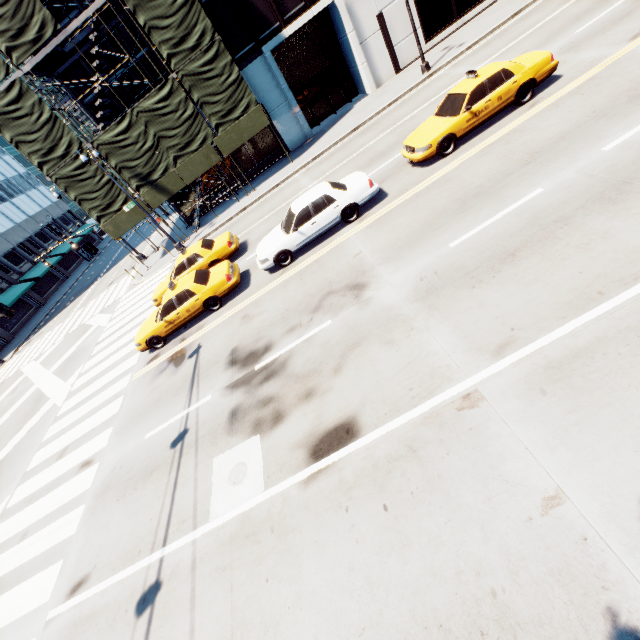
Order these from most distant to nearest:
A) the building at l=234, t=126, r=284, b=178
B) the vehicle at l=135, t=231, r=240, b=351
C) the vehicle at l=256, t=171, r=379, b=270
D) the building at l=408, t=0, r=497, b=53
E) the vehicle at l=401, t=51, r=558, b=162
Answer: the building at l=234, t=126, r=284, b=178 < the building at l=408, t=0, r=497, b=53 < the vehicle at l=135, t=231, r=240, b=351 < the vehicle at l=256, t=171, r=379, b=270 < the vehicle at l=401, t=51, r=558, b=162

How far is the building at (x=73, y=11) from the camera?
18.7m

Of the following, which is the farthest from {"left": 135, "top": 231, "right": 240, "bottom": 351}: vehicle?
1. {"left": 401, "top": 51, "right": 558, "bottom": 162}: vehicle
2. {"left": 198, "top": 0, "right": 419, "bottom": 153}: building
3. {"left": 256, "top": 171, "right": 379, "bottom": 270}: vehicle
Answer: {"left": 198, "top": 0, "right": 419, "bottom": 153}: building

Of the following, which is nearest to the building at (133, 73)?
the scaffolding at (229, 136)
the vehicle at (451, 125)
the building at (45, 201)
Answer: the scaffolding at (229, 136)

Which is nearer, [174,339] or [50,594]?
[50,594]

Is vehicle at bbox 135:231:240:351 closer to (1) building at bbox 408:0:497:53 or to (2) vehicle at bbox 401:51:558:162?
(2) vehicle at bbox 401:51:558:162

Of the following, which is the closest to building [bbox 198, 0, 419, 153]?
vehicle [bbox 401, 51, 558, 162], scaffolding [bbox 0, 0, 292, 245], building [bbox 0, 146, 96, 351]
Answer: scaffolding [bbox 0, 0, 292, 245]

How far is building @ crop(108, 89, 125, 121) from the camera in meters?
21.2
